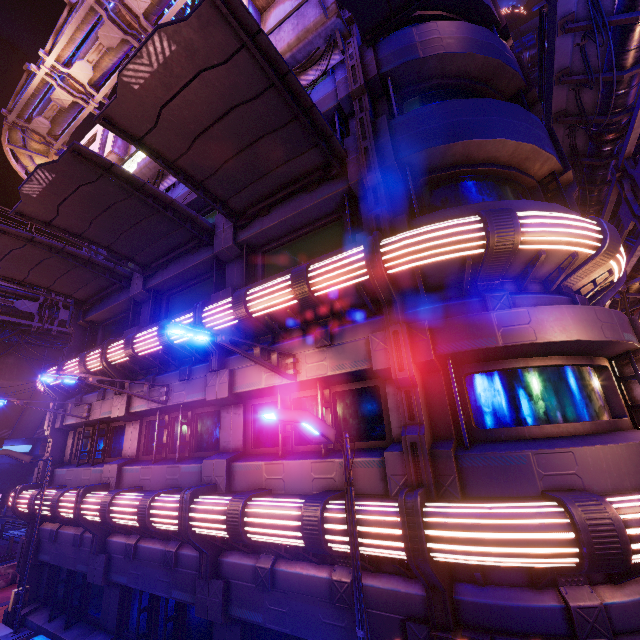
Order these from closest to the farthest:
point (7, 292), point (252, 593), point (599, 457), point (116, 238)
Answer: point (599, 457) → point (252, 593) → point (116, 238) → point (7, 292)

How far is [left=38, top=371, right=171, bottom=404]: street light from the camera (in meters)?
7.69

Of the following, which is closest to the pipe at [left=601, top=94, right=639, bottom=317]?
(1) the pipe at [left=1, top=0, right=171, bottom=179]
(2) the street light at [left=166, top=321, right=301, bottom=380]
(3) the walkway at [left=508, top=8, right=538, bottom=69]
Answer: (2) the street light at [left=166, top=321, right=301, bottom=380]

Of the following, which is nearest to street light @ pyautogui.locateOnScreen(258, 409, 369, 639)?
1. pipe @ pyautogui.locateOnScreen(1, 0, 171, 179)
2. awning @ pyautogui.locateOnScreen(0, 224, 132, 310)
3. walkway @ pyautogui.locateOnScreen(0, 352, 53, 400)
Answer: awning @ pyautogui.locateOnScreen(0, 224, 132, 310)

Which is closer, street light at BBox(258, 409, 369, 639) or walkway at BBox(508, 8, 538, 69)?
street light at BBox(258, 409, 369, 639)

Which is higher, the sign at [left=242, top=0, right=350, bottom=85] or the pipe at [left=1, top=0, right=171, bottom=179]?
the pipe at [left=1, top=0, right=171, bottom=179]

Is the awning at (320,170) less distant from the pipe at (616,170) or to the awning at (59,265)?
the awning at (59,265)

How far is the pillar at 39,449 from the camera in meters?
45.0
